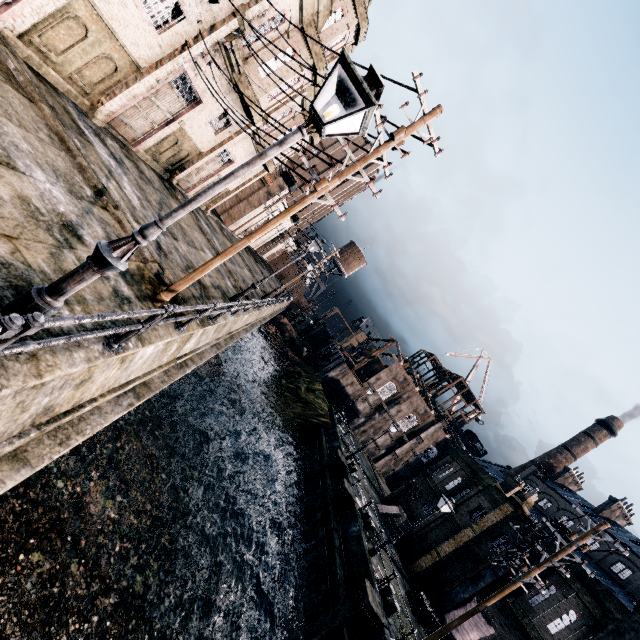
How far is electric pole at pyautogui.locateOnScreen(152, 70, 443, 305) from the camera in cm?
824

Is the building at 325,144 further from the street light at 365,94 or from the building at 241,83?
the street light at 365,94

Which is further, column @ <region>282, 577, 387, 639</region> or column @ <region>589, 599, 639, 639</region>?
column @ <region>589, 599, 639, 639</region>

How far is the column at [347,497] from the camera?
23.22m

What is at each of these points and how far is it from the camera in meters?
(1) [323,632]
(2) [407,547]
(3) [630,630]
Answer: (1) column, 14.7
(2) building, 28.0
(3) column, 16.0

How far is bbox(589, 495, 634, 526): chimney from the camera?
51.56m

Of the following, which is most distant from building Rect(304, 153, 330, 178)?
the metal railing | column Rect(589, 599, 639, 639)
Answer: column Rect(589, 599, 639, 639)

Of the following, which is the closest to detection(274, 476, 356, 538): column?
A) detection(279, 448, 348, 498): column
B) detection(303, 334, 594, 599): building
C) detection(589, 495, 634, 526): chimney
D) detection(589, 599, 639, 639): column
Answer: detection(279, 448, 348, 498): column
